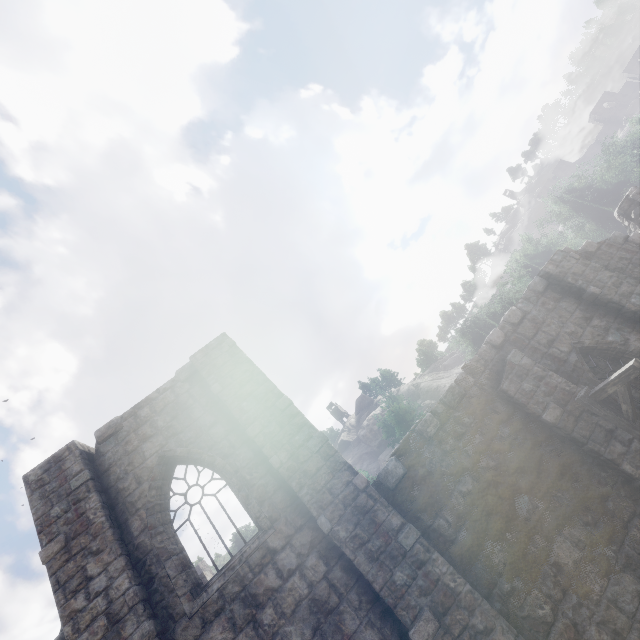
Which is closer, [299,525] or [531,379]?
[299,525]
